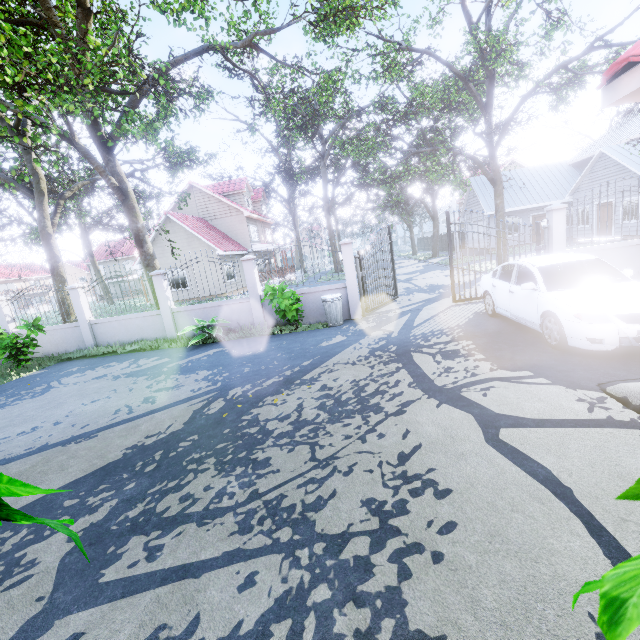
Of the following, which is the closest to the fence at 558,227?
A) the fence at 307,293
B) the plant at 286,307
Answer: the fence at 307,293

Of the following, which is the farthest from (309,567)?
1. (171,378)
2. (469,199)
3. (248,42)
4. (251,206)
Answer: (469,199)

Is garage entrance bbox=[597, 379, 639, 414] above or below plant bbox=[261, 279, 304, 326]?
below

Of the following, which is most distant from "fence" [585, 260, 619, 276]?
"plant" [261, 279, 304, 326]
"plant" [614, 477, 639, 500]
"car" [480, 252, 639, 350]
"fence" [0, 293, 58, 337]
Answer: "fence" [0, 293, 58, 337]

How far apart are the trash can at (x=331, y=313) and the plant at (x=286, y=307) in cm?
57

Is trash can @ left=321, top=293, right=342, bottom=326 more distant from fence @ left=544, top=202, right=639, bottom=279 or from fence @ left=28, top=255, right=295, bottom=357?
fence @ left=544, top=202, right=639, bottom=279

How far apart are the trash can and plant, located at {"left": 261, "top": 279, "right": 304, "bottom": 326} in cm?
57

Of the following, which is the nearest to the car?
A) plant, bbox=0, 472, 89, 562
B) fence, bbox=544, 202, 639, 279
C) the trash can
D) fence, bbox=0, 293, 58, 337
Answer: fence, bbox=544, 202, 639, 279
